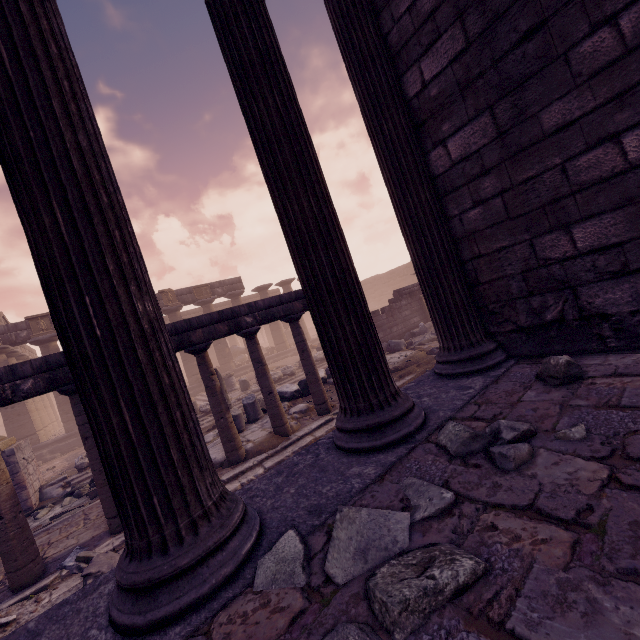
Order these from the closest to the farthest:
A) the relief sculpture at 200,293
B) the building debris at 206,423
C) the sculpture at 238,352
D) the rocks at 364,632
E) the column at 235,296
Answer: the rocks at 364,632 < the building debris at 206,423 < the relief sculpture at 200,293 < the column at 235,296 < the sculpture at 238,352

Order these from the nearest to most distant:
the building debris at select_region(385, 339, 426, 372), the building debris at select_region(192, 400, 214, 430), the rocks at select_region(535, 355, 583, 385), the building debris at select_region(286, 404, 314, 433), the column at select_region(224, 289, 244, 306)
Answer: the rocks at select_region(535, 355, 583, 385), the building debris at select_region(286, 404, 314, 433), the building debris at select_region(385, 339, 426, 372), the building debris at select_region(192, 400, 214, 430), the column at select_region(224, 289, 244, 306)

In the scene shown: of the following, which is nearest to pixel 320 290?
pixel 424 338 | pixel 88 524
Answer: pixel 88 524

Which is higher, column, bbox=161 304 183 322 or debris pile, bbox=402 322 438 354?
column, bbox=161 304 183 322

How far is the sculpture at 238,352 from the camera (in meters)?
27.72

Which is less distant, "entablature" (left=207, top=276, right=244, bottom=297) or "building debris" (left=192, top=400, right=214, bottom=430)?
"building debris" (left=192, top=400, right=214, bottom=430)

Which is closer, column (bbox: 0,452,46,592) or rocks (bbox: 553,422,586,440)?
rocks (bbox: 553,422,586,440)

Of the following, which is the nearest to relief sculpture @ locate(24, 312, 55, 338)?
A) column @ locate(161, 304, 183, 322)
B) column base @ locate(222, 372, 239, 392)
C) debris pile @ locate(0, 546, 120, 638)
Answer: column @ locate(161, 304, 183, 322)
